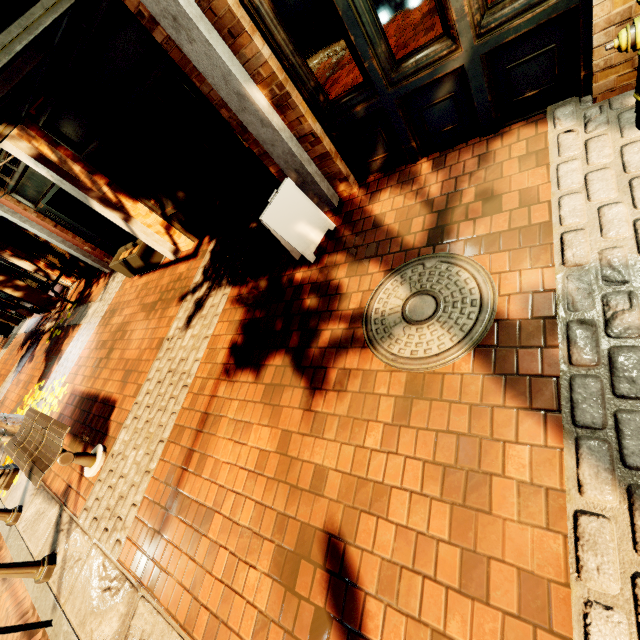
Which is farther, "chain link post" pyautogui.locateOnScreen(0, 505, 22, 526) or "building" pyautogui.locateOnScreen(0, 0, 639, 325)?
"chain link post" pyautogui.locateOnScreen(0, 505, 22, 526)

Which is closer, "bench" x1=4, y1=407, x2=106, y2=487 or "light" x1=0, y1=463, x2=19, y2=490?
"bench" x1=4, y1=407, x2=106, y2=487

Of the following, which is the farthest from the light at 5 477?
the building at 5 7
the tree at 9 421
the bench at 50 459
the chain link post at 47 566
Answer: the building at 5 7

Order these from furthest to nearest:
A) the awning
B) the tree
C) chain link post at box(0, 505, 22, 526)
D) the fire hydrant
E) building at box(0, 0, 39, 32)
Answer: the tree, chain link post at box(0, 505, 22, 526), building at box(0, 0, 39, 32), the awning, the fire hydrant

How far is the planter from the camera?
6.6 meters

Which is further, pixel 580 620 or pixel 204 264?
pixel 204 264

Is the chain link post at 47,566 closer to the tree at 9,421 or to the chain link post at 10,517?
the chain link post at 10,517

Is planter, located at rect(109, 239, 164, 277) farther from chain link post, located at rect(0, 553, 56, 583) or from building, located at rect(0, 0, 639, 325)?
chain link post, located at rect(0, 553, 56, 583)
